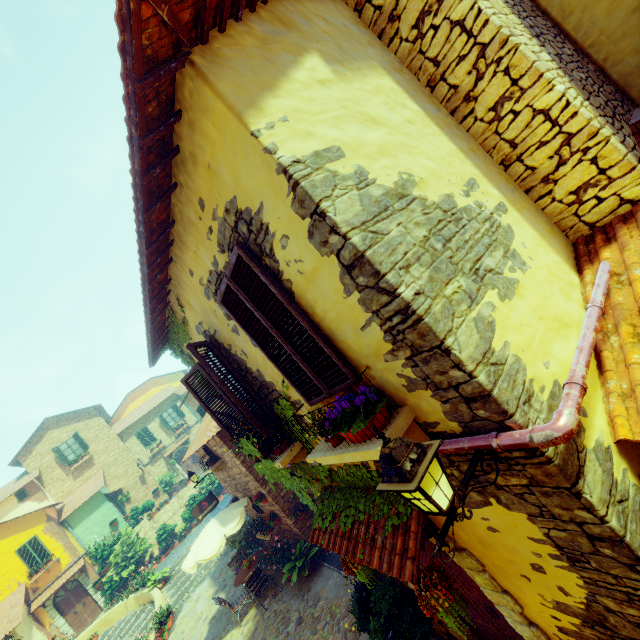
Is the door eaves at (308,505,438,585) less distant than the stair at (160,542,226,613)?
Yes

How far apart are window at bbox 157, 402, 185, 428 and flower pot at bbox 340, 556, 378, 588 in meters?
28.4

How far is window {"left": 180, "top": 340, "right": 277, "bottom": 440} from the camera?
4.4 meters

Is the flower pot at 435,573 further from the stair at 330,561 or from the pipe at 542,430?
the stair at 330,561

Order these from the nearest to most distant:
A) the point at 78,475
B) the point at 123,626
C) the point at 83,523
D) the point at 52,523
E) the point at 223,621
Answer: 1. the point at 223,621
2. the point at 123,626
3. the point at 52,523
4. the point at 83,523
5. the point at 78,475

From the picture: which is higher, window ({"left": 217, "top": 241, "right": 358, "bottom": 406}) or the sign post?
window ({"left": 217, "top": 241, "right": 358, "bottom": 406})

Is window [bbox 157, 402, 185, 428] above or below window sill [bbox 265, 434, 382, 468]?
above

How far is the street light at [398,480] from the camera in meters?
1.9
